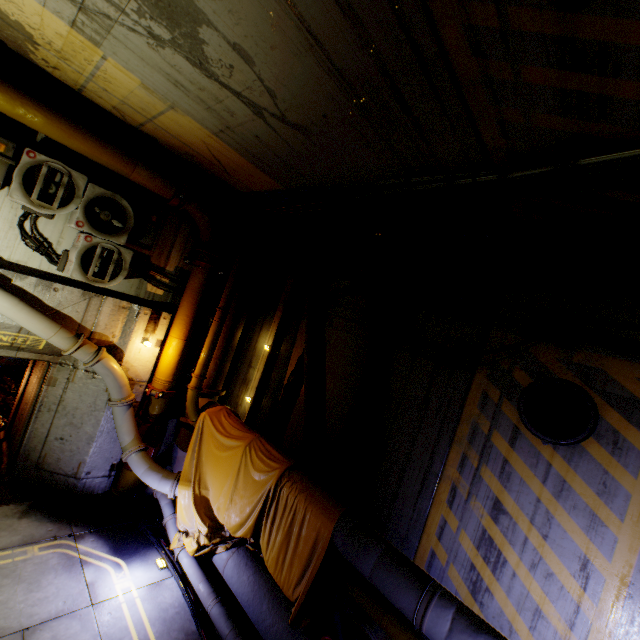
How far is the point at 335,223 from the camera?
7.2 meters

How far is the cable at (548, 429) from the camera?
3.9 meters

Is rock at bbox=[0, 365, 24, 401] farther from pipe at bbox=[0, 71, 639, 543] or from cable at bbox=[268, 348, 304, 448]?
cable at bbox=[268, 348, 304, 448]

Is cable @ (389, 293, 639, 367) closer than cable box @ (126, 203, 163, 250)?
Yes

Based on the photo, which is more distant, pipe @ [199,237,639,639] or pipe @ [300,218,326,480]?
pipe @ [300,218,326,480]

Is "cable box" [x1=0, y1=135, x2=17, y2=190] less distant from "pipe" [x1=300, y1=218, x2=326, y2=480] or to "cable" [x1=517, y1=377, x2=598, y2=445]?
"pipe" [x1=300, y1=218, x2=326, y2=480]

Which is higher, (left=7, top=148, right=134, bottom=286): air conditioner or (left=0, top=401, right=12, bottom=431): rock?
(left=7, top=148, right=134, bottom=286): air conditioner

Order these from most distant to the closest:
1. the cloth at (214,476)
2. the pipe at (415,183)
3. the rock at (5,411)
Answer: the rock at (5,411) → the cloth at (214,476) → the pipe at (415,183)
